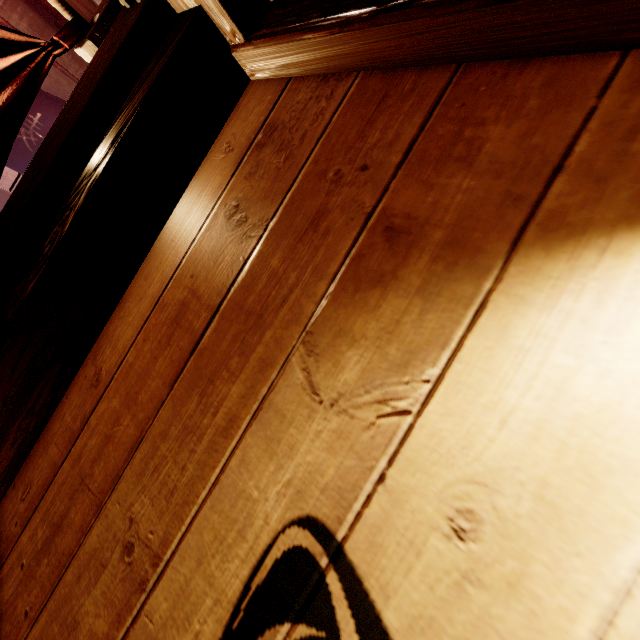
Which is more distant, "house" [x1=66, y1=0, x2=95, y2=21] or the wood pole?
"house" [x1=66, y1=0, x2=95, y2=21]

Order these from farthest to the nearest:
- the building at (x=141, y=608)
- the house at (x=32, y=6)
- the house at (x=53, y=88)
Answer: the house at (x=53, y=88)
the house at (x=32, y=6)
the building at (x=141, y=608)

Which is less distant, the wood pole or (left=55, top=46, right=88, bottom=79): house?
the wood pole

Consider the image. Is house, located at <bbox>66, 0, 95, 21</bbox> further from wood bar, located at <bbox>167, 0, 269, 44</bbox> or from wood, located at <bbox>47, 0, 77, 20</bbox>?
wood bar, located at <bbox>167, 0, 269, 44</bbox>

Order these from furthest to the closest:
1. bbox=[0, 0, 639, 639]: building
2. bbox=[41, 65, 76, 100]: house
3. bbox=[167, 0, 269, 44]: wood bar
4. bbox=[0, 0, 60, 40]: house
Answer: bbox=[41, 65, 76, 100]: house
bbox=[0, 0, 60, 40]: house
bbox=[167, 0, 269, 44]: wood bar
bbox=[0, 0, 639, 639]: building

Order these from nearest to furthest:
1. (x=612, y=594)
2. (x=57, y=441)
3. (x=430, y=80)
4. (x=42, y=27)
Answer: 1. (x=612, y=594)
2. (x=430, y=80)
3. (x=57, y=441)
4. (x=42, y=27)

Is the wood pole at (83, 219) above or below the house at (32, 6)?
below

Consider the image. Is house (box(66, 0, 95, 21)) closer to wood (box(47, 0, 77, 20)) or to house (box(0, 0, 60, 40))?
house (box(0, 0, 60, 40))
